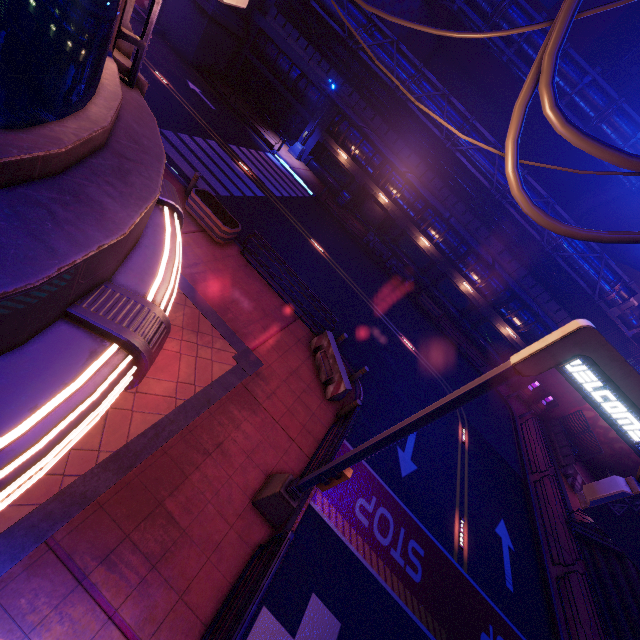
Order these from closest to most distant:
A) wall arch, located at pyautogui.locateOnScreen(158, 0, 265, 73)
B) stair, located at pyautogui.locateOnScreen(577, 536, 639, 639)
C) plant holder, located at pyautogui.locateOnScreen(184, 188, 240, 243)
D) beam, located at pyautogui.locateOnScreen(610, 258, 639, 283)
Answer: plant holder, located at pyautogui.locateOnScreen(184, 188, 240, 243) → stair, located at pyautogui.locateOnScreen(577, 536, 639, 639) → wall arch, located at pyautogui.locateOnScreen(158, 0, 265, 73) → beam, located at pyautogui.locateOnScreen(610, 258, 639, 283)

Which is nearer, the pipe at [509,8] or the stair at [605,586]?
the stair at [605,586]

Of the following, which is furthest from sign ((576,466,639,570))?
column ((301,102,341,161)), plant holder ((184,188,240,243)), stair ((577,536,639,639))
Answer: column ((301,102,341,161))

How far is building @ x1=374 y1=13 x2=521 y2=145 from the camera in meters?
27.5 m

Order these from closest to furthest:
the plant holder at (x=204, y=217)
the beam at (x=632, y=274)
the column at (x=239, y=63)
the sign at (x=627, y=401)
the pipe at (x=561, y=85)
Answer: the sign at (x=627, y=401), the plant holder at (x=204, y=217), the pipe at (x=561, y=85), the beam at (x=632, y=274), the column at (x=239, y=63)

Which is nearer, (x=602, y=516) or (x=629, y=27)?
(x=602, y=516)

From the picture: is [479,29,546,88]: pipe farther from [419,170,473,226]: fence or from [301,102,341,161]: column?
[301,102,341,161]: column

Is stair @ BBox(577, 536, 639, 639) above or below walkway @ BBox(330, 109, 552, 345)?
below
